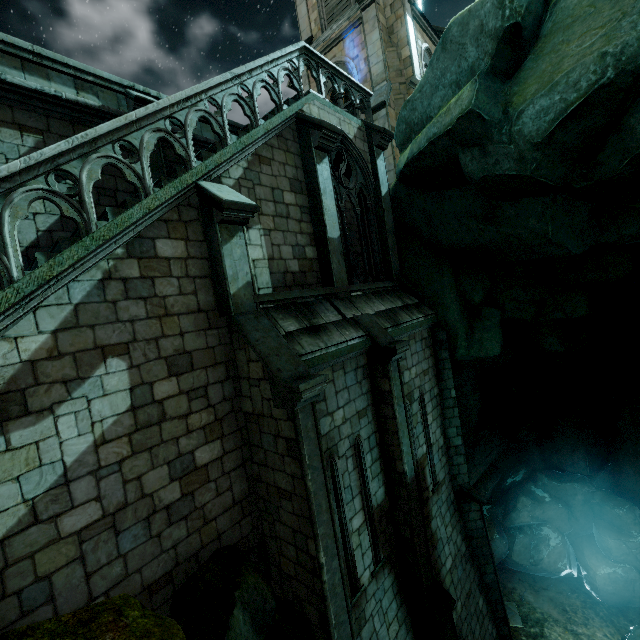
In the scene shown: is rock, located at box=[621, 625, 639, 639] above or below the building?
below

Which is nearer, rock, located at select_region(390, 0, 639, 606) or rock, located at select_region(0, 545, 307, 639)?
rock, located at select_region(0, 545, 307, 639)

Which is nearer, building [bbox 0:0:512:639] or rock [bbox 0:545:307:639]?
rock [bbox 0:545:307:639]

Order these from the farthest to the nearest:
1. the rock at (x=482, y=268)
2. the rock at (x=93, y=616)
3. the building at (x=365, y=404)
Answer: the rock at (x=482, y=268)
the building at (x=365, y=404)
the rock at (x=93, y=616)

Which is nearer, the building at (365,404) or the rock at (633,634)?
the building at (365,404)

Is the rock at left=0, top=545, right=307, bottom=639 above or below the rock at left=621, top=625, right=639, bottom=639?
above

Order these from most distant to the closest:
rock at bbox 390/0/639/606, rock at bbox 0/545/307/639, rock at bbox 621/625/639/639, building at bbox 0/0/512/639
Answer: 1. rock at bbox 621/625/639/639
2. rock at bbox 390/0/639/606
3. building at bbox 0/0/512/639
4. rock at bbox 0/545/307/639

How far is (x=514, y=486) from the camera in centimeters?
1722cm
